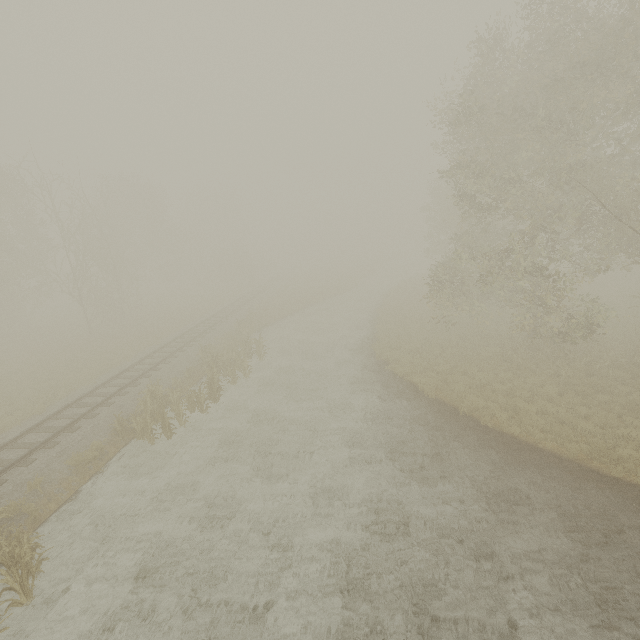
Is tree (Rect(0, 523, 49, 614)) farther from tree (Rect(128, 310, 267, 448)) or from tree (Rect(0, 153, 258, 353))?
tree (Rect(0, 153, 258, 353))

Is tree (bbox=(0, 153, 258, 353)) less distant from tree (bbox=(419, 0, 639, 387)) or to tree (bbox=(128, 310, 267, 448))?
tree (bbox=(419, 0, 639, 387))

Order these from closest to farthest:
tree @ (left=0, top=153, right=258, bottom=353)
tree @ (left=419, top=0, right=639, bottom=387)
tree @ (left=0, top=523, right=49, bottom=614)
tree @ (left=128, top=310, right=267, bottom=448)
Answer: tree @ (left=0, top=523, right=49, bottom=614)
tree @ (left=419, top=0, right=639, bottom=387)
tree @ (left=128, top=310, right=267, bottom=448)
tree @ (left=0, top=153, right=258, bottom=353)

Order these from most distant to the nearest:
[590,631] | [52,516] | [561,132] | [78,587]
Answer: [561,132] < [52,516] < [78,587] < [590,631]

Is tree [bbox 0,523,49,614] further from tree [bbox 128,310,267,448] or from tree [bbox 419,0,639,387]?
tree [bbox 419,0,639,387]

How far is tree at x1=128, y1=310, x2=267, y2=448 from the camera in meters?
13.1 m

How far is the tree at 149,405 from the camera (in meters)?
13.13

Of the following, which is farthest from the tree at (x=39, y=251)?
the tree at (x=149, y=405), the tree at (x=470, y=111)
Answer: the tree at (x=149, y=405)
